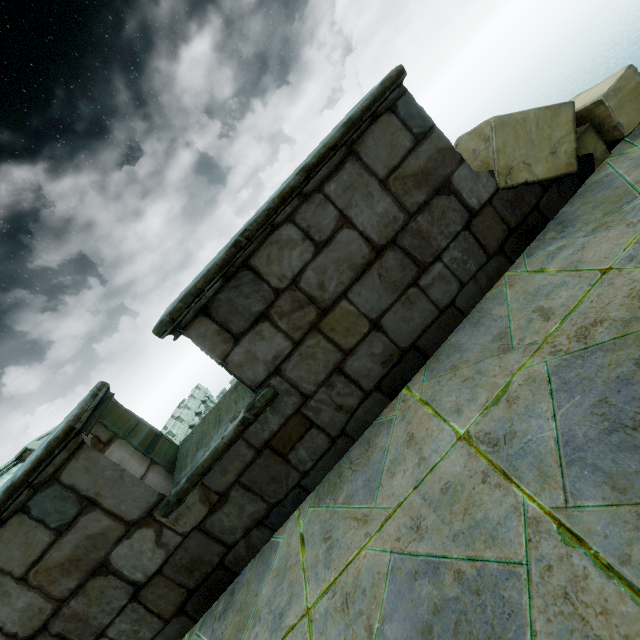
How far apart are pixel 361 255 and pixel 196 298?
1.2 meters

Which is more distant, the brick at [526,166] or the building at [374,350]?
the brick at [526,166]

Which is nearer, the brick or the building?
the building
